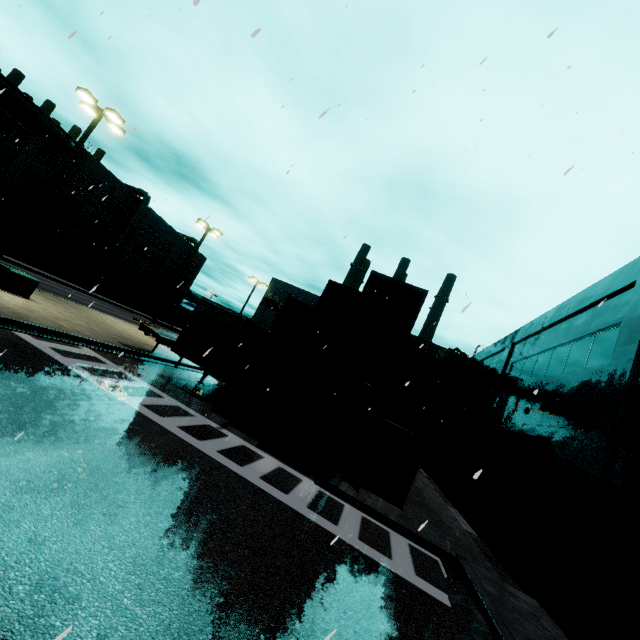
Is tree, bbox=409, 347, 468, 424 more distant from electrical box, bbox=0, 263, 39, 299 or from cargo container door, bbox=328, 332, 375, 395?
electrical box, bbox=0, 263, 39, 299

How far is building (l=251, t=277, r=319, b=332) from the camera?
34.8m

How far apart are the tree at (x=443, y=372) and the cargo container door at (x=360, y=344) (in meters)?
19.96

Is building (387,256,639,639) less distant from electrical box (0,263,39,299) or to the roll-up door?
the roll-up door

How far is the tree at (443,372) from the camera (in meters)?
29.61

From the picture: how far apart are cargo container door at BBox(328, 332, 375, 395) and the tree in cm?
1996

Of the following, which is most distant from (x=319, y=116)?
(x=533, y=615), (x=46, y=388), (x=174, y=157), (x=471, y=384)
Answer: (x=471, y=384)

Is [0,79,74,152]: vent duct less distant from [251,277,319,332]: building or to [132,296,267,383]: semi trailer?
[251,277,319,332]: building
